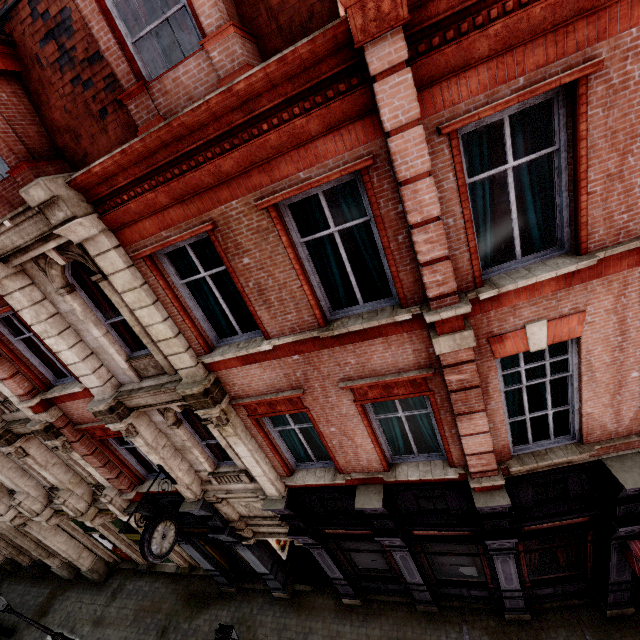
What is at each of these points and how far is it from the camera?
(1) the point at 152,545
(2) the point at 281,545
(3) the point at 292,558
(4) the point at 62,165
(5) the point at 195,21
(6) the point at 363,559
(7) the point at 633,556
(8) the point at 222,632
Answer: (1) clock, 7.8m
(2) poster, 12.3m
(3) tunnel, 12.7m
(4) roof window, 6.4m
(5) roof window, 4.3m
(6) sign, 10.0m
(7) awning, 6.9m
(8) street light, 7.6m

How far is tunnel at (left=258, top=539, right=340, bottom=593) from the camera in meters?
11.6

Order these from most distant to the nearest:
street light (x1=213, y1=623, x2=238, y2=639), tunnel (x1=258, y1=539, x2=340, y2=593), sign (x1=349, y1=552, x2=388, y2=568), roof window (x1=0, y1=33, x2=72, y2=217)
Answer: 1. tunnel (x1=258, y1=539, x2=340, y2=593)
2. sign (x1=349, y1=552, x2=388, y2=568)
3. street light (x1=213, y1=623, x2=238, y2=639)
4. roof window (x1=0, y1=33, x2=72, y2=217)

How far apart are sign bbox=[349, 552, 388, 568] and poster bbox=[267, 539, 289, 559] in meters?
3.2 m

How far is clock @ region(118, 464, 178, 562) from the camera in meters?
7.6 m

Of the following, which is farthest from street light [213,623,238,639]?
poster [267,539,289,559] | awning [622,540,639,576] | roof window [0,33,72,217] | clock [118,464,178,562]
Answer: roof window [0,33,72,217]

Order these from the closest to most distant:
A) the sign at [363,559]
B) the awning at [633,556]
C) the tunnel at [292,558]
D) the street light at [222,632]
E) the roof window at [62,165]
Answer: the roof window at [62,165], the awning at [633,556], the street light at [222,632], the sign at [363,559], the tunnel at [292,558]

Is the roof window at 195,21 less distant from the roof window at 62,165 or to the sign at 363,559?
the roof window at 62,165
